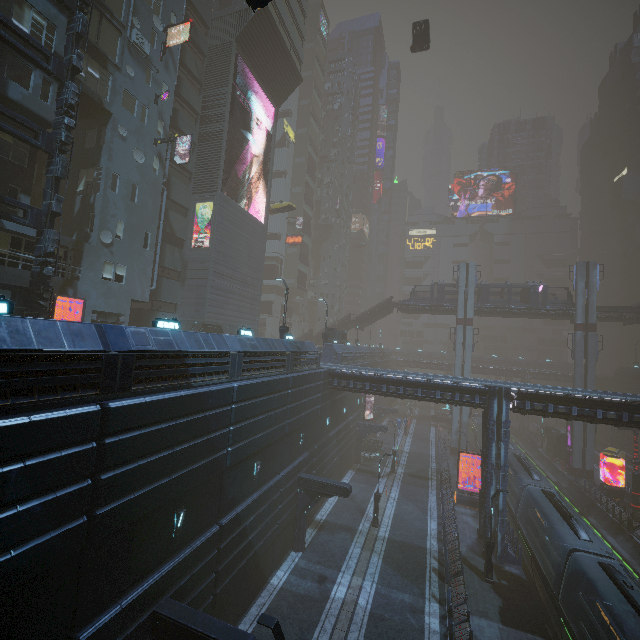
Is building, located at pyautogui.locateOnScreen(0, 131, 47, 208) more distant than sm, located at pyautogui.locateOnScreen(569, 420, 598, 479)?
No

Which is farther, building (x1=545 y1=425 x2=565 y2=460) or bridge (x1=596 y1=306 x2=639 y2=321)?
building (x1=545 y1=425 x2=565 y2=460)

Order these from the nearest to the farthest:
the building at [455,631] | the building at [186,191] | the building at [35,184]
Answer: the building at [186,191] → the building at [455,631] → the building at [35,184]

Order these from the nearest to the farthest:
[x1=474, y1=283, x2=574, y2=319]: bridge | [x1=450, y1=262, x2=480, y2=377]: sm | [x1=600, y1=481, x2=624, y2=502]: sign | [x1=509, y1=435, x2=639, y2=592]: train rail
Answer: [x1=509, y1=435, x2=639, y2=592]: train rail
[x1=600, y1=481, x2=624, y2=502]: sign
[x1=474, y1=283, x2=574, y2=319]: bridge
[x1=450, y1=262, x2=480, y2=377]: sm

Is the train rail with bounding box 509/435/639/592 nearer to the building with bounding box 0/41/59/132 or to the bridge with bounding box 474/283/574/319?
A: the building with bounding box 0/41/59/132

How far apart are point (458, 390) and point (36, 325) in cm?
2381

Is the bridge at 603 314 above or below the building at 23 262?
above

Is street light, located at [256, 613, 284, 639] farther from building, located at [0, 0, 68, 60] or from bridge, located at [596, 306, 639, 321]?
bridge, located at [596, 306, 639, 321]
